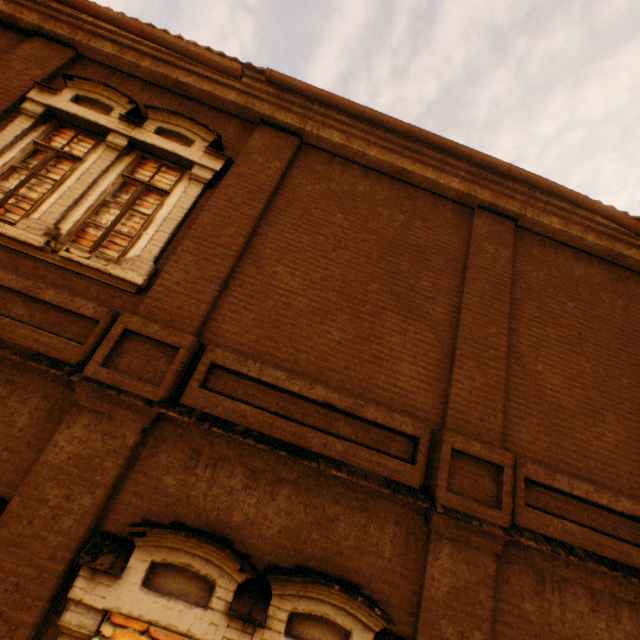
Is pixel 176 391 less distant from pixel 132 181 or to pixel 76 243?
pixel 76 243

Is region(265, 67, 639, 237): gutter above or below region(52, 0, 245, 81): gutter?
above

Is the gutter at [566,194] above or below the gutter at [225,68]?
above
